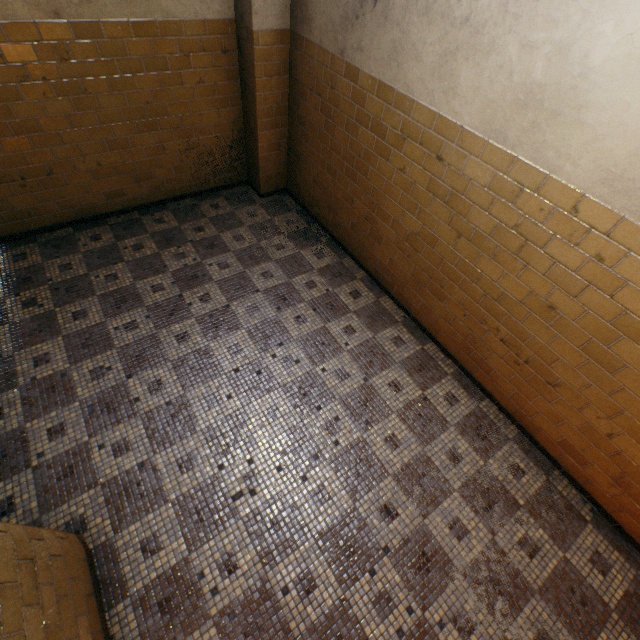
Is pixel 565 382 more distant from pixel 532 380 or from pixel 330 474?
pixel 330 474
